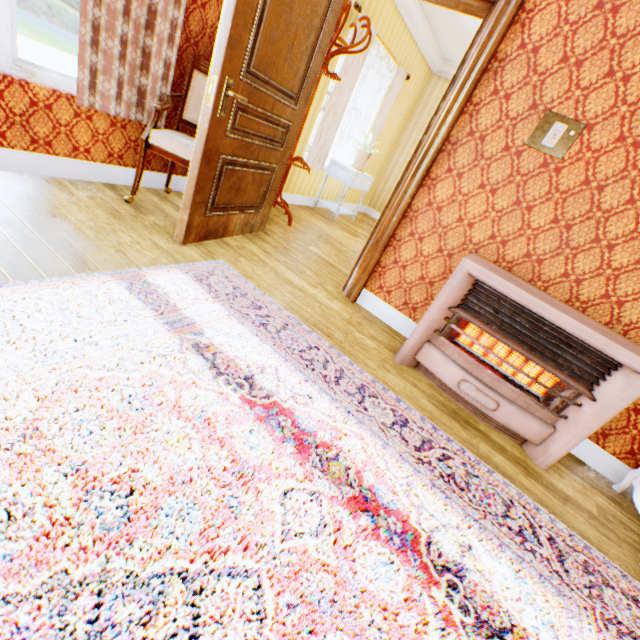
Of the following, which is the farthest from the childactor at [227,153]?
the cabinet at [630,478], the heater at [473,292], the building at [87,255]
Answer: the cabinet at [630,478]

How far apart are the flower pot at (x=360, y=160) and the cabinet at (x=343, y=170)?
0.0 meters

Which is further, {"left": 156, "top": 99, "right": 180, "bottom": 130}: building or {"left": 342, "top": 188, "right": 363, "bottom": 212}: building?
{"left": 342, "top": 188, "right": 363, "bottom": 212}: building

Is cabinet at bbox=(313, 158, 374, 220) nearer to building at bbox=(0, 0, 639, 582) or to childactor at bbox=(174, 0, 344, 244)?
building at bbox=(0, 0, 639, 582)

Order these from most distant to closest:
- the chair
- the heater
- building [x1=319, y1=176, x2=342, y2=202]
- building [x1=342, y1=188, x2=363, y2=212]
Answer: building [x1=342, y1=188, x2=363, y2=212] → building [x1=319, y1=176, x2=342, y2=202] → the chair → the heater

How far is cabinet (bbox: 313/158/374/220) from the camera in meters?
5.2 m

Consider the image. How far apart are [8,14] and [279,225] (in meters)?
2.61

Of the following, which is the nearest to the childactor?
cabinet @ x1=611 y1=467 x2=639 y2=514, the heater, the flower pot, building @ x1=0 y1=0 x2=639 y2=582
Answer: building @ x1=0 y1=0 x2=639 y2=582
